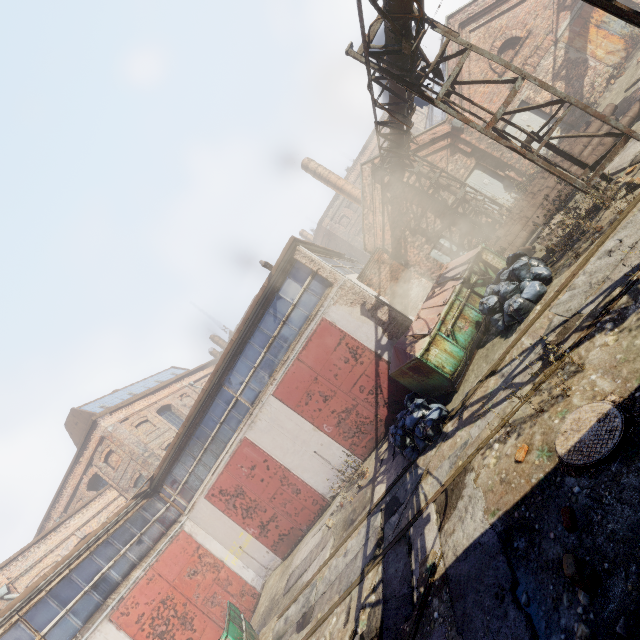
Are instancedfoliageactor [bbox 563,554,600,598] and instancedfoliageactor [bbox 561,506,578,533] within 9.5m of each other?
yes

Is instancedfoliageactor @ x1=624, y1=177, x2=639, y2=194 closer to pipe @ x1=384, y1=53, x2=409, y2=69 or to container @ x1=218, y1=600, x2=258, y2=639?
pipe @ x1=384, y1=53, x2=409, y2=69

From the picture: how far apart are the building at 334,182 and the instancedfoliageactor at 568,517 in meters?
21.4 m

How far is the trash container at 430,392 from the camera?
8.3m

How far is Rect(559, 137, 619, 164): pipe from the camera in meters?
9.1

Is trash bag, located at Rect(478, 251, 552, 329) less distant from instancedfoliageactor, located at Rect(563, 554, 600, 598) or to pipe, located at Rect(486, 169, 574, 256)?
pipe, located at Rect(486, 169, 574, 256)

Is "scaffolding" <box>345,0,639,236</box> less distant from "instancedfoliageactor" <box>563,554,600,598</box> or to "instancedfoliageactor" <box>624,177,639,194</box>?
"instancedfoliageactor" <box>624,177,639,194</box>

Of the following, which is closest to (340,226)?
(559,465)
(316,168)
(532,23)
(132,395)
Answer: (316,168)
